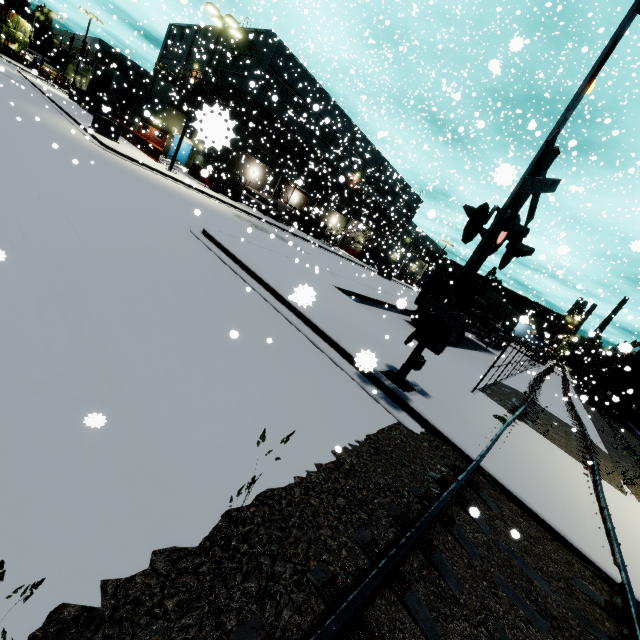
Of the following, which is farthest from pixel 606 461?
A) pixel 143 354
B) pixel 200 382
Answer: pixel 143 354

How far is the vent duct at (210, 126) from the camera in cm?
126

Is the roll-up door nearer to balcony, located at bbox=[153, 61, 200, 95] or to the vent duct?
balcony, located at bbox=[153, 61, 200, 95]

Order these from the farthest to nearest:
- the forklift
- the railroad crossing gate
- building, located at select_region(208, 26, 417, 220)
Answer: building, located at select_region(208, 26, 417, 220)
the forklift
the railroad crossing gate

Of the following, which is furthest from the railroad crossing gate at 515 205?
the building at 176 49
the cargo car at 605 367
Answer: the cargo car at 605 367

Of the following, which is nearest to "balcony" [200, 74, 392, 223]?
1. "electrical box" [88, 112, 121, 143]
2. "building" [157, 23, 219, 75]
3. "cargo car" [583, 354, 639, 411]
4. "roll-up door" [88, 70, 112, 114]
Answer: "building" [157, 23, 219, 75]

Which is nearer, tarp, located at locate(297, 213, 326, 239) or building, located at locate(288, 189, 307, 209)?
tarp, located at locate(297, 213, 326, 239)

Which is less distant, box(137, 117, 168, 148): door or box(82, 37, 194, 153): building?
box(82, 37, 194, 153): building
